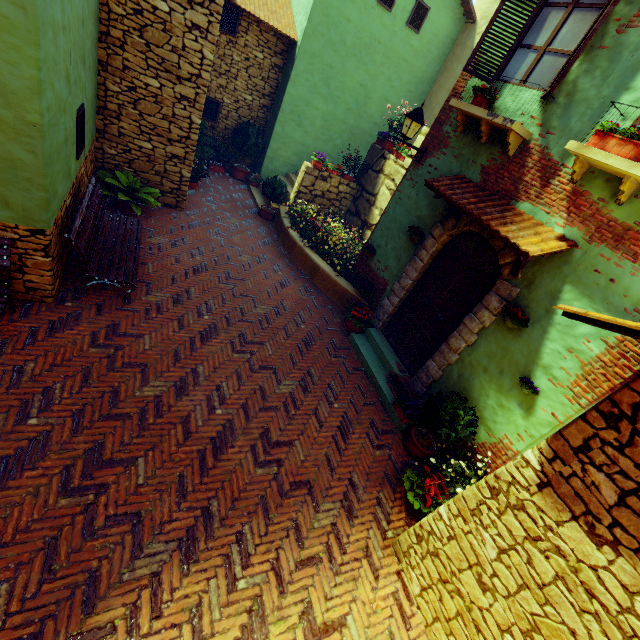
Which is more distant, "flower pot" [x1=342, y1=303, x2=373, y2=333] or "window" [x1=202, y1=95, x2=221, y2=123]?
"window" [x1=202, y1=95, x2=221, y2=123]

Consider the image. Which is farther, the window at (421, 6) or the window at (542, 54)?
the window at (421, 6)

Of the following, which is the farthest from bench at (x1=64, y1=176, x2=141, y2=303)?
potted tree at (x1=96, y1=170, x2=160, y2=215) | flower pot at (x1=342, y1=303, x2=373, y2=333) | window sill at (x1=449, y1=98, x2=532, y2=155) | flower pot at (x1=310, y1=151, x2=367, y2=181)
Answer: window sill at (x1=449, y1=98, x2=532, y2=155)

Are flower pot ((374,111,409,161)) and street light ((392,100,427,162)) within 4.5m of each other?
yes

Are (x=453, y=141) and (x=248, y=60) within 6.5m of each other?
no

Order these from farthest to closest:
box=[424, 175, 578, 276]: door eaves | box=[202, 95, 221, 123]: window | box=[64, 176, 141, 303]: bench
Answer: box=[202, 95, 221, 123]: window, box=[64, 176, 141, 303]: bench, box=[424, 175, 578, 276]: door eaves

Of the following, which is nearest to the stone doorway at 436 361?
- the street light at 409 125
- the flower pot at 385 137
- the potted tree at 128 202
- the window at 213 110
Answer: the street light at 409 125

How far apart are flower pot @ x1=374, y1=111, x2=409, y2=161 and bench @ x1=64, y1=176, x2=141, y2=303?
7.1 meters
